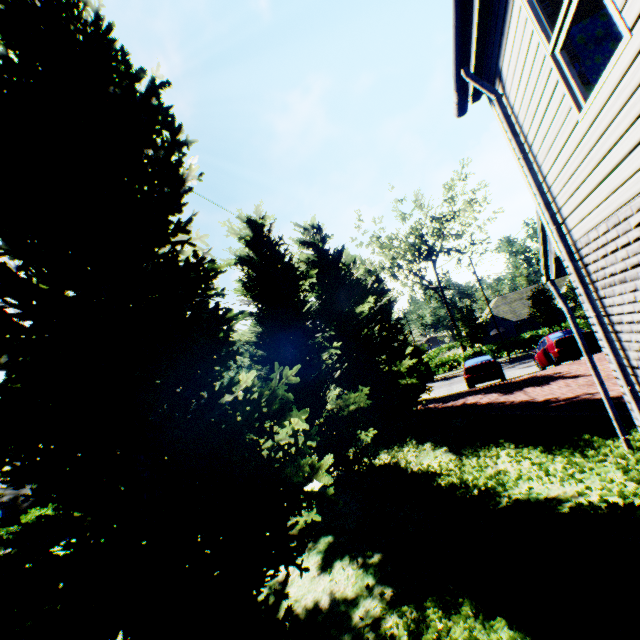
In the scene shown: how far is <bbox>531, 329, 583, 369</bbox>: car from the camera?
14.66m

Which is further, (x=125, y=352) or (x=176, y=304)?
(x=125, y=352)

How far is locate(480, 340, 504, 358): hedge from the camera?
37.2 meters

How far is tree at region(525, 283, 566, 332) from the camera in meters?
32.3

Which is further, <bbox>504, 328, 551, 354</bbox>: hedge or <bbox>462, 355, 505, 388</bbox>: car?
<bbox>504, 328, 551, 354</bbox>: hedge

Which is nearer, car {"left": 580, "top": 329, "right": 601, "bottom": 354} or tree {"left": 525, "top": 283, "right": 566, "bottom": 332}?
car {"left": 580, "top": 329, "right": 601, "bottom": 354}

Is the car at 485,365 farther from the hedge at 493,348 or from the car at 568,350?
the hedge at 493,348

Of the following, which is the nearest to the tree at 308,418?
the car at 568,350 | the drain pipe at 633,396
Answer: the drain pipe at 633,396
